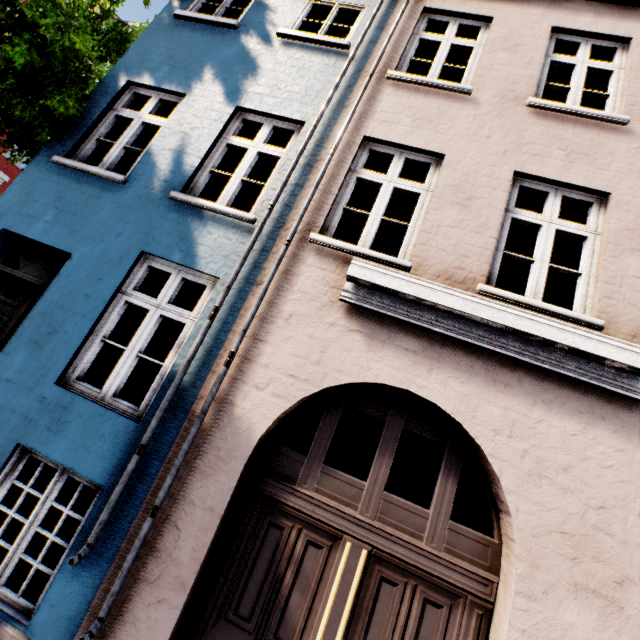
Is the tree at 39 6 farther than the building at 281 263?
Yes

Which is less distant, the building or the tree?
the building

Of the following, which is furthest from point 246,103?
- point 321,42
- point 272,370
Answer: point 272,370
